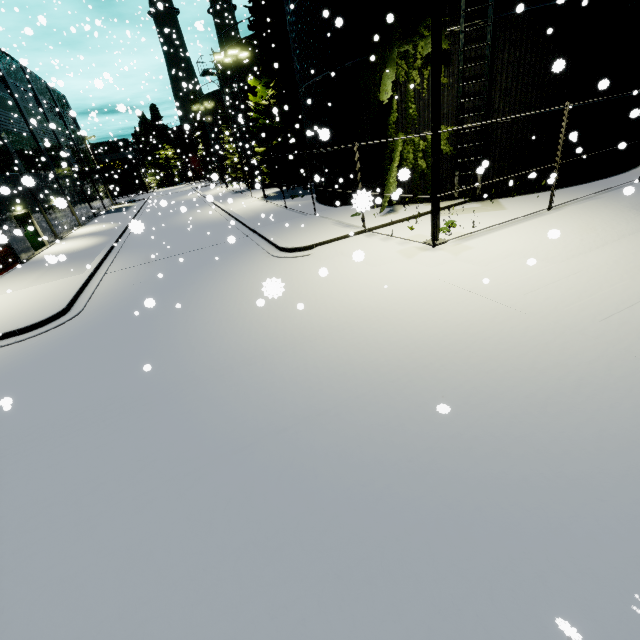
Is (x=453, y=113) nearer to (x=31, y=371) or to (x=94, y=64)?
(x=31, y=371)

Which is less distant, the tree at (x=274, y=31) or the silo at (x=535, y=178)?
the silo at (x=535, y=178)

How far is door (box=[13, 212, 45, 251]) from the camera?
21.4 meters

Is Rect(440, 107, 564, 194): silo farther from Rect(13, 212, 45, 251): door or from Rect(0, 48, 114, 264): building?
Rect(13, 212, 45, 251): door

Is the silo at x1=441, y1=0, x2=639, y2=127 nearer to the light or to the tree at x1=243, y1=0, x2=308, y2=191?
the tree at x1=243, y1=0, x2=308, y2=191

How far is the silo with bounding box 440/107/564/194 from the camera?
12.29m

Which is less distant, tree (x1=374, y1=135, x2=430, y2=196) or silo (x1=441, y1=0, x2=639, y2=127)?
silo (x1=441, y1=0, x2=639, y2=127)

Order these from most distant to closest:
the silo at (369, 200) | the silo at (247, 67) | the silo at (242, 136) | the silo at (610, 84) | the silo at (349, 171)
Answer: the silo at (242, 136) → the silo at (247, 67) → the silo at (349, 171) → the silo at (610, 84) → the silo at (369, 200)
